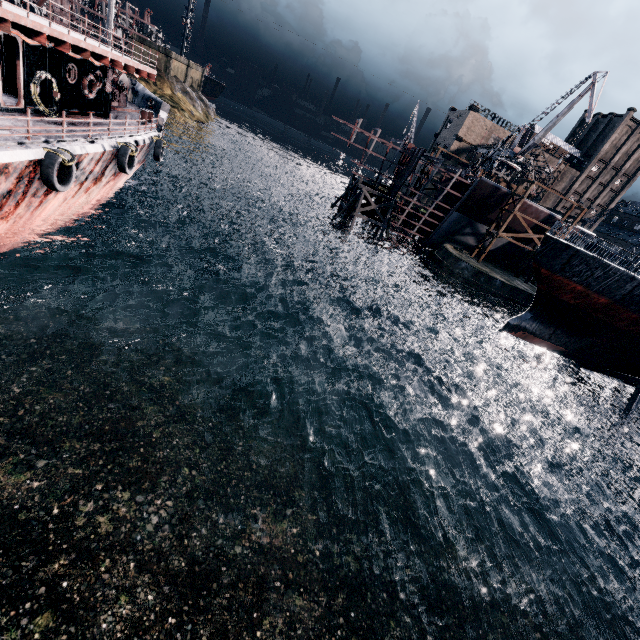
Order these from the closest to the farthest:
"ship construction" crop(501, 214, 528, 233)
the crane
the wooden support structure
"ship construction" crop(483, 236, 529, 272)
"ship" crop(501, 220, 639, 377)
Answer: "ship" crop(501, 220, 639, 377)
the crane
the wooden support structure
"ship construction" crop(501, 214, 528, 233)
"ship construction" crop(483, 236, 529, 272)

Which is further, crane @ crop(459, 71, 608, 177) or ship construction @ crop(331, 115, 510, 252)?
crane @ crop(459, 71, 608, 177)

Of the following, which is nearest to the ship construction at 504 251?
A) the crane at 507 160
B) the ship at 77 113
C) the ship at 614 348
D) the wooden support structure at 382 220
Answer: the wooden support structure at 382 220

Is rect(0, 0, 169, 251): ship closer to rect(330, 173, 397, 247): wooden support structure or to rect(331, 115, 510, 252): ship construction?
rect(331, 115, 510, 252): ship construction

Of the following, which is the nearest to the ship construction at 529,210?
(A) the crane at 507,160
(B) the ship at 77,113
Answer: (A) the crane at 507,160

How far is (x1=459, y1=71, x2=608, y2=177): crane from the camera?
42.8 meters

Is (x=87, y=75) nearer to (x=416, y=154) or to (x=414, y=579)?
(x=414, y=579)

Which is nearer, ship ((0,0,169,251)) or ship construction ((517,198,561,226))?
ship ((0,0,169,251))
